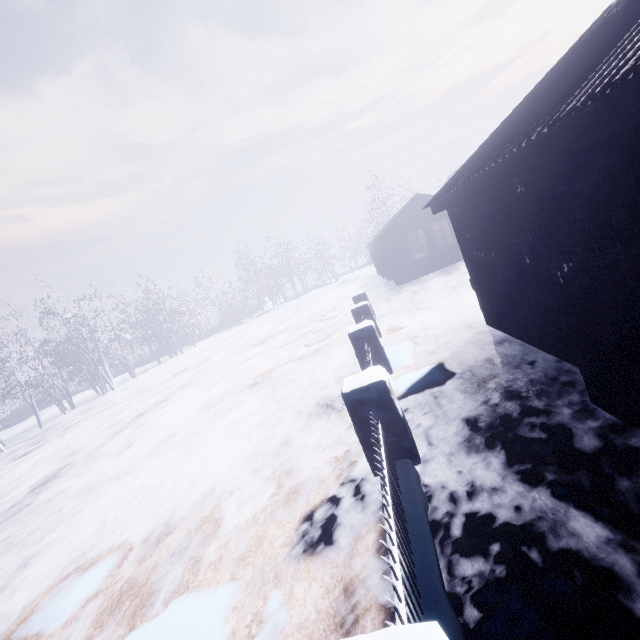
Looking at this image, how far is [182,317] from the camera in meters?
34.5
